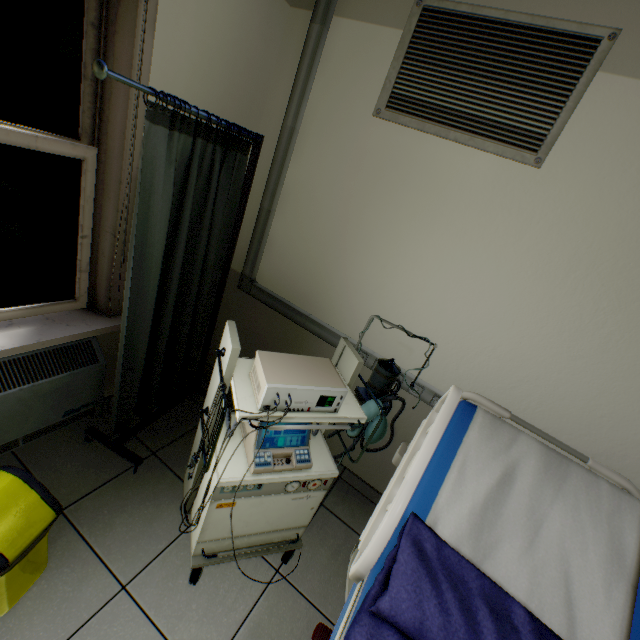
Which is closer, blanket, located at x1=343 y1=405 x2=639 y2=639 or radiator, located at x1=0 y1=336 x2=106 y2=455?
blanket, located at x1=343 y1=405 x2=639 y2=639

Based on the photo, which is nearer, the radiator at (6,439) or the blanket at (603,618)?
the blanket at (603,618)

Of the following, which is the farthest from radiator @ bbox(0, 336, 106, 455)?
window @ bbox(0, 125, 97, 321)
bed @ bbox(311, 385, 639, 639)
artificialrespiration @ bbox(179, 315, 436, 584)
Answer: bed @ bbox(311, 385, 639, 639)

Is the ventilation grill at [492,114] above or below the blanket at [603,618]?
above

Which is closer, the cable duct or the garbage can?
the garbage can

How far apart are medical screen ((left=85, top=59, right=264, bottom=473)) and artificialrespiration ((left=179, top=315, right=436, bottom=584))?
0.45m

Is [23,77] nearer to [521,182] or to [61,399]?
[61,399]

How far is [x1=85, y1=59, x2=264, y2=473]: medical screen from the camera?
1.28m
